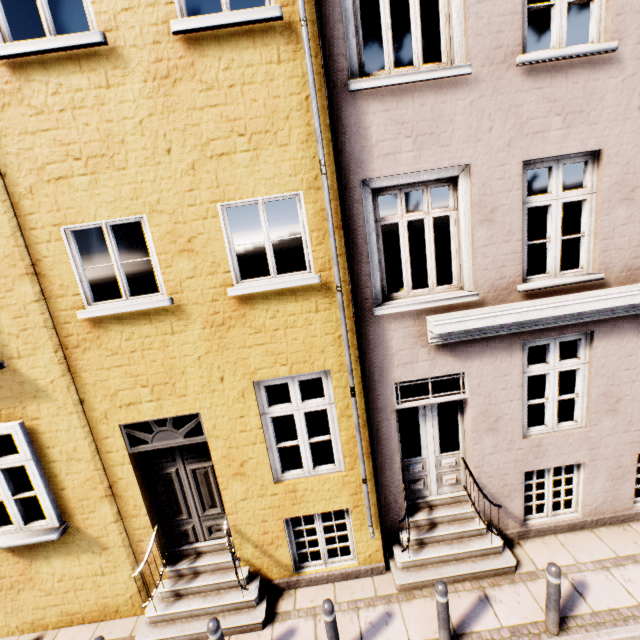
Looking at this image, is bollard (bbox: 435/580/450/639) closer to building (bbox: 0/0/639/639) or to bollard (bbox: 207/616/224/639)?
building (bbox: 0/0/639/639)

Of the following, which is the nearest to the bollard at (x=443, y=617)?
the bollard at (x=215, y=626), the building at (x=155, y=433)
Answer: the building at (x=155, y=433)

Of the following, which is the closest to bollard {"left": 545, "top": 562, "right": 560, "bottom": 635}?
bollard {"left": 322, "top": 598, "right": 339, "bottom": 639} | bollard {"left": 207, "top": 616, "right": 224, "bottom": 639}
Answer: bollard {"left": 322, "top": 598, "right": 339, "bottom": 639}

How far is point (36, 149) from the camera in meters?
3.8 m

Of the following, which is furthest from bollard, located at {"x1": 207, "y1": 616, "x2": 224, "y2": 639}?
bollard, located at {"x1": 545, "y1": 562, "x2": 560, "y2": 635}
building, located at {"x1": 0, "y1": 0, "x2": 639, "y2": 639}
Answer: bollard, located at {"x1": 545, "y1": 562, "x2": 560, "y2": 635}

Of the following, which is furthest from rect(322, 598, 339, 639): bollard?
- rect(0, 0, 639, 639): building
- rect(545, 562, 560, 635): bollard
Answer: rect(545, 562, 560, 635): bollard

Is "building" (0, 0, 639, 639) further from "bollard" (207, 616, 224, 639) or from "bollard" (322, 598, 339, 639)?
"bollard" (322, 598, 339, 639)

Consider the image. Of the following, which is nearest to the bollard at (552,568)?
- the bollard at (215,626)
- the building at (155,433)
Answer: the building at (155,433)
